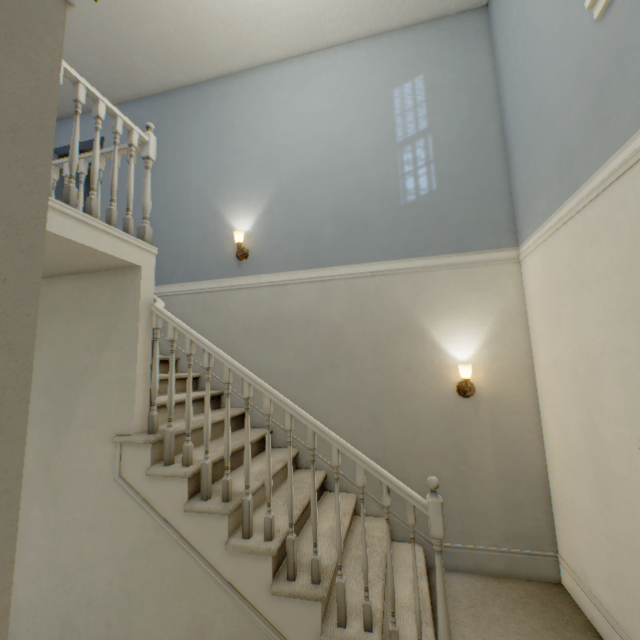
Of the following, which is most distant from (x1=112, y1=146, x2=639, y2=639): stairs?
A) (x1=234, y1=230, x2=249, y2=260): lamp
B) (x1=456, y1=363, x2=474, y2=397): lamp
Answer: (x1=456, y1=363, x2=474, y2=397): lamp

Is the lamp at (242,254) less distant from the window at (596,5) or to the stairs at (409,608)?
the stairs at (409,608)

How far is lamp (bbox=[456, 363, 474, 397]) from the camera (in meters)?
2.59

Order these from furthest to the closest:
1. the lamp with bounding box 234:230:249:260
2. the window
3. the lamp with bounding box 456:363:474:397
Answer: the lamp with bounding box 234:230:249:260
the lamp with bounding box 456:363:474:397
the window

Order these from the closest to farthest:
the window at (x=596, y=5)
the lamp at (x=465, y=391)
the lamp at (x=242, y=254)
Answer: the window at (x=596, y=5), the lamp at (x=465, y=391), the lamp at (x=242, y=254)

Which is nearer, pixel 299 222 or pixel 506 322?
pixel 506 322

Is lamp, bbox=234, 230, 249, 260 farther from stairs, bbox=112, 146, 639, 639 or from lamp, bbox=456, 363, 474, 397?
lamp, bbox=456, 363, 474, 397

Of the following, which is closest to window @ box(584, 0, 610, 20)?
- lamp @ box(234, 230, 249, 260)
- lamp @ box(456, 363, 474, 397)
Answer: lamp @ box(456, 363, 474, 397)
